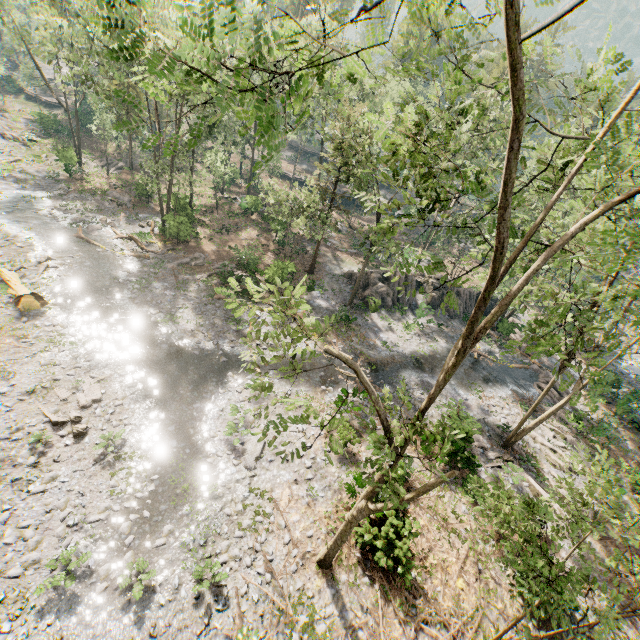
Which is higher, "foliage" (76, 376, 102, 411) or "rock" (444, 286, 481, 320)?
"rock" (444, 286, 481, 320)

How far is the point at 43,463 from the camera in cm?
1320

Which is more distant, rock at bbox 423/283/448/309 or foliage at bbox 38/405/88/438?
rock at bbox 423/283/448/309

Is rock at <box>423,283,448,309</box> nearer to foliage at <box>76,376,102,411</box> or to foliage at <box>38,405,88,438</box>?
foliage at <box>76,376,102,411</box>

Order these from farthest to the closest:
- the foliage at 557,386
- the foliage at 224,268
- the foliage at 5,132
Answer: the foliage at 5,132 → the foliage at 224,268 → the foliage at 557,386

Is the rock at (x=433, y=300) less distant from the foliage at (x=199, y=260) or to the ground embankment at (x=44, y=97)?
the foliage at (x=199, y=260)

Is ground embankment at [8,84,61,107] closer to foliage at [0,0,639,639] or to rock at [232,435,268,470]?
foliage at [0,0,639,639]

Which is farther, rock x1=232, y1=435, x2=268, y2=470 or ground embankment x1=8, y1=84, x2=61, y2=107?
ground embankment x1=8, y1=84, x2=61, y2=107
